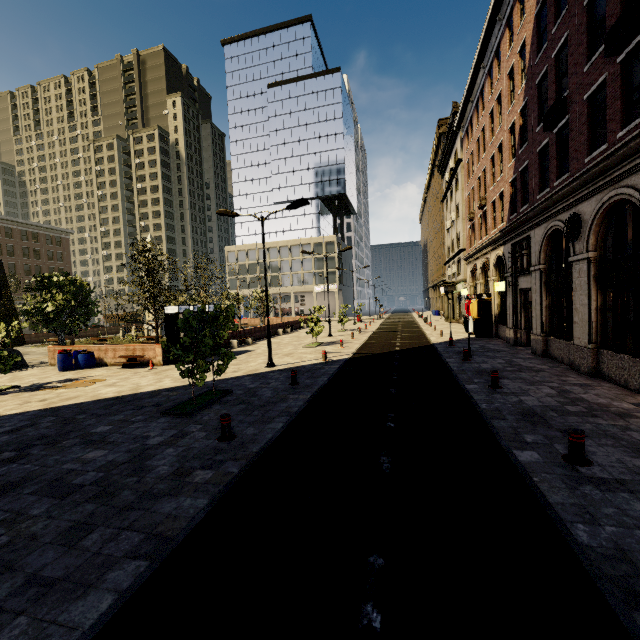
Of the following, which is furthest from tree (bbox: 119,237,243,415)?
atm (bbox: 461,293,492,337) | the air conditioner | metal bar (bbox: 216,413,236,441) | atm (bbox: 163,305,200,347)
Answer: the air conditioner

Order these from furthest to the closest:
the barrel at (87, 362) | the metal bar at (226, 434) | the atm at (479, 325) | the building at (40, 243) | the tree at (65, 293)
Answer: the building at (40, 243)
the atm at (479, 325)
the tree at (65, 293)
the barrel at (87, 362)
the metal bar at (226, 434)

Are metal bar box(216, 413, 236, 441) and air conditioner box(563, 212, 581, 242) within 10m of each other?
no

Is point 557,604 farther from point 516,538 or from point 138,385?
point 138,385

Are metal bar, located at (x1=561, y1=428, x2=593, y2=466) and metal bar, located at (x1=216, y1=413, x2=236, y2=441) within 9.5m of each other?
yes

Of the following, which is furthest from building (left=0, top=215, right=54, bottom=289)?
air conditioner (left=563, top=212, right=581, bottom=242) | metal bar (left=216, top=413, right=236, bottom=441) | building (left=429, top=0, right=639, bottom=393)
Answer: air conditioner (left=563, top=212, right=581, bottom=242)

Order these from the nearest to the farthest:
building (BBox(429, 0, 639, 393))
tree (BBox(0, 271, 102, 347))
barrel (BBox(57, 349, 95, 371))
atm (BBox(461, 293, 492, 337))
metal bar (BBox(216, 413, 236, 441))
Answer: metal bar (BBox(216, 413, 236, 441)) < building (BBox(429, 0, 639, 393)) < barrel (BBox(57, 349, 95, 371)) < tree (BBox(0, 271, 102, 347)) < atm (BBox(461, 293, 492, 337))

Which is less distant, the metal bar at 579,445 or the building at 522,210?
the metal bar at 579,445
